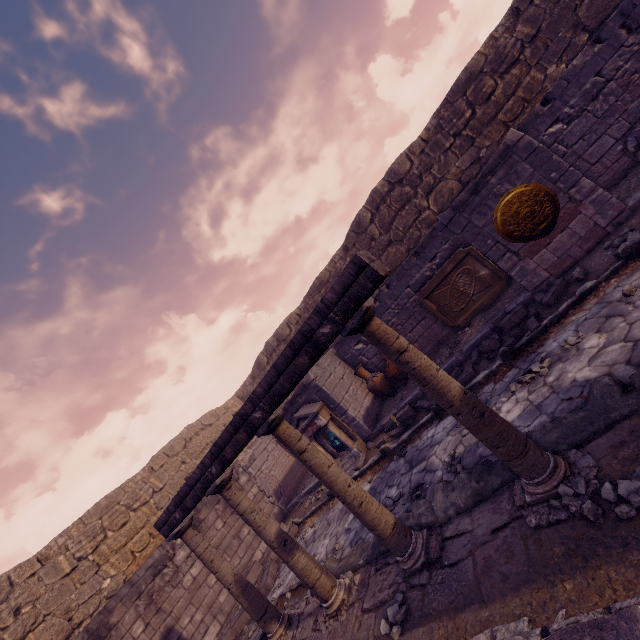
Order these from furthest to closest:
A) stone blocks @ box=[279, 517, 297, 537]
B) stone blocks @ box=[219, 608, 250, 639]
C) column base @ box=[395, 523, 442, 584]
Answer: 1. stone blocks @ box=[279, 517, 297, 537]
2. stone blocks @ box=[219, 608, 250, 639]
3. column base @ box=[395, 523, 442, 584]

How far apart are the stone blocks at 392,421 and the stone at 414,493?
2.0 meters

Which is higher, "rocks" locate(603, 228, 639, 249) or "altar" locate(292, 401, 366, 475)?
"altar" locate(292, 401, 366, 475)

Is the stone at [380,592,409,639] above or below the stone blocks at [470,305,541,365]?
below

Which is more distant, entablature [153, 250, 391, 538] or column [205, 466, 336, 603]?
column [205, 466, 336, 603]

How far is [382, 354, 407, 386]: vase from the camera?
9.1m

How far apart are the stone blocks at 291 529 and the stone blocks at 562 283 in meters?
8.3 m

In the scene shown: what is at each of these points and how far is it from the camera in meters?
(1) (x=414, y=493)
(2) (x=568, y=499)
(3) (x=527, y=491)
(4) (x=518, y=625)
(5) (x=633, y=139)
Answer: (1) stone, 5.1
(2) stone, 2.7
(3) column base, 3.0
(4) pool, 2.3
(5) sculpture, 6.0
